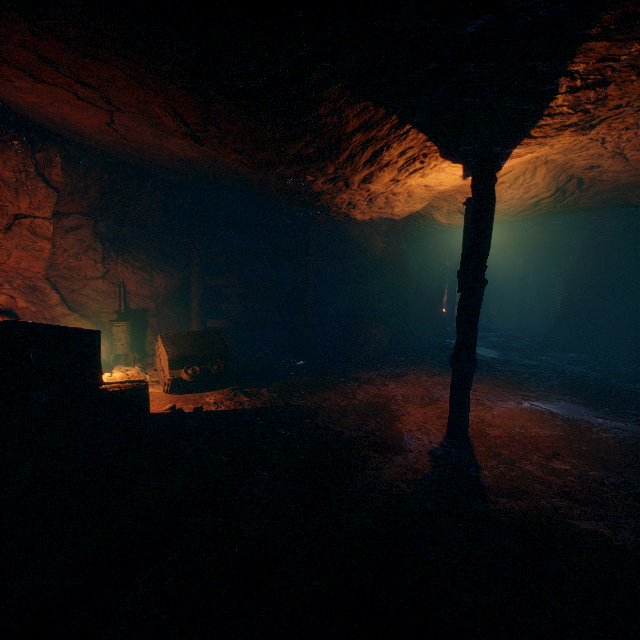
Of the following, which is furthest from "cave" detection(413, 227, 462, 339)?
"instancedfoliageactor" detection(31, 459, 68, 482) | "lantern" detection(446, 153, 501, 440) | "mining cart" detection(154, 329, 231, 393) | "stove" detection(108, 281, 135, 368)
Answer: "instancedfoliageactor" detection(31, 459, 68, 482)

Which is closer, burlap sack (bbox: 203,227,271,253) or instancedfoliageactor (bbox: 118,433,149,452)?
instancedfoliageactor (bbox: 118,433,149,452)

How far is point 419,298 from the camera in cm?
1570

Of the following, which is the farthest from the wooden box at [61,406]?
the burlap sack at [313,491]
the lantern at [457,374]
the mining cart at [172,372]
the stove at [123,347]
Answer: the lantern at [457,374]

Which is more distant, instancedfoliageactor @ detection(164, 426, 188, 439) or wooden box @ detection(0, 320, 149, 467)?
instancedfoliageactor @ detection(164, 426, 188, 439)

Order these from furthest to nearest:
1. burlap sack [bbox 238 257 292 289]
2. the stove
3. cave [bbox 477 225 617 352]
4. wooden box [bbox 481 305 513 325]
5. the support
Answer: wooden box [bbox 481 305 513 325], cave [bbox 477 225 617 352], burlap sack [bbox 238 257 292 289], the support, the stove

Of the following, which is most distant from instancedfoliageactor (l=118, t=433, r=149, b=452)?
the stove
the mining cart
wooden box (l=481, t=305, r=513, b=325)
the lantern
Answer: wooden box (l=481, t=305, r=513, b=325)

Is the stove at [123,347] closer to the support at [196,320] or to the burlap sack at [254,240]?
the burlap sack at [254,240]
